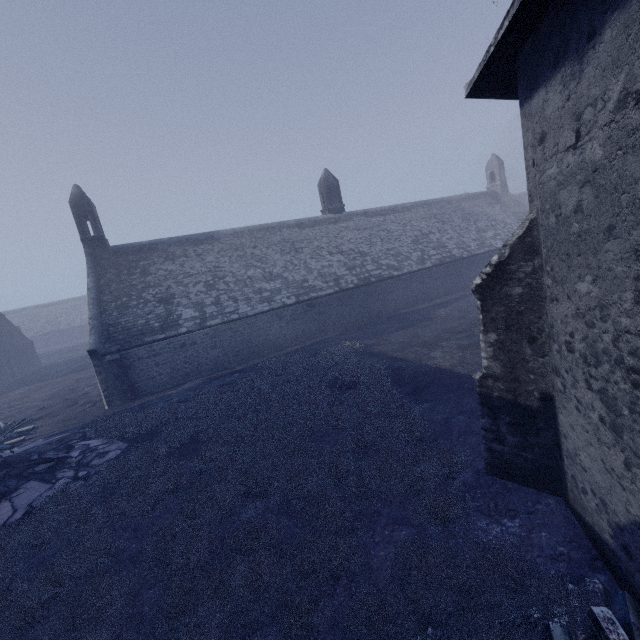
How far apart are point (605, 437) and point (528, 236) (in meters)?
3.03
